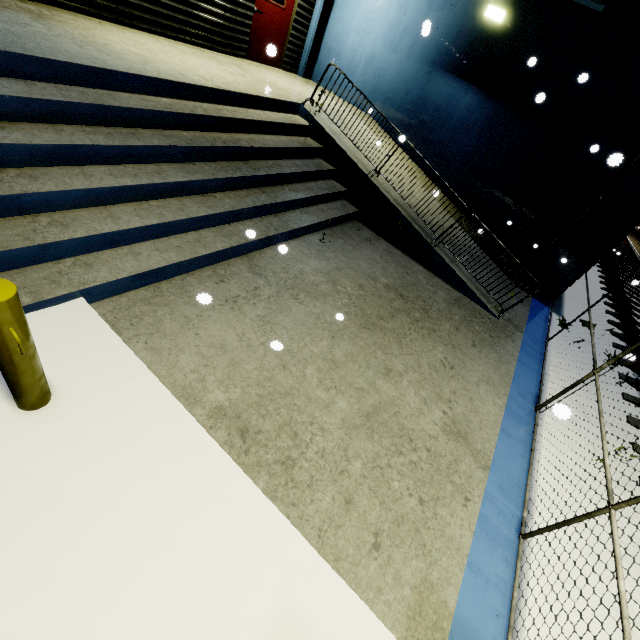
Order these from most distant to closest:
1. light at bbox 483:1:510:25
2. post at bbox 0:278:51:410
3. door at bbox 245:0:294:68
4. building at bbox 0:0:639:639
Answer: door at bbox 245:0:294:68, light at bbox 483:1:510:25, building at bbox 0:0:639:639, post at bbox 0:278:51:410

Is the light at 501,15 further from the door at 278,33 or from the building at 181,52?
the door at 278,33

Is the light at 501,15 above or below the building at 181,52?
above

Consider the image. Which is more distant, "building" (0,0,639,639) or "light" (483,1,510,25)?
"light" (483,1,510,25)

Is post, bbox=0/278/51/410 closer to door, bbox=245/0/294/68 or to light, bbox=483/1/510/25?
door, bbox=245/0/294/68

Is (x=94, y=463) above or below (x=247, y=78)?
below

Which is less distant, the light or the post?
the post

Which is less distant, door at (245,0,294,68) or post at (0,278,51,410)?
post at (0,278,51,410)
